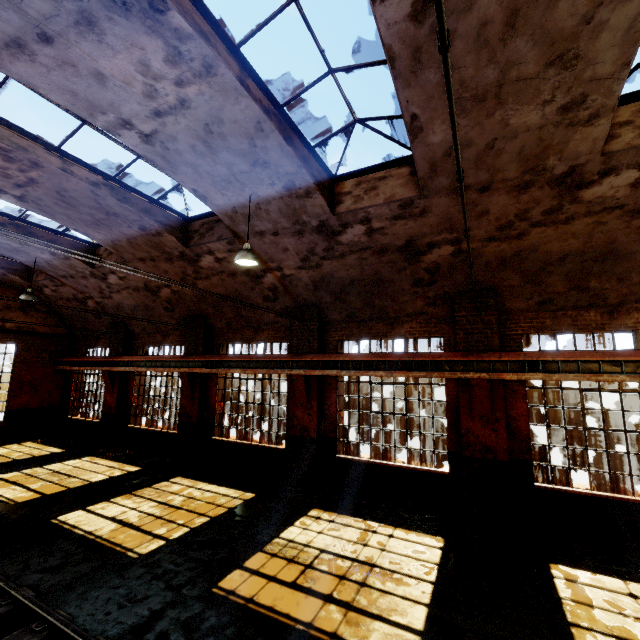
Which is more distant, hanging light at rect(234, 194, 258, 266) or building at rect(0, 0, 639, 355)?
hanging light at rect(234, 194, 258, 266)

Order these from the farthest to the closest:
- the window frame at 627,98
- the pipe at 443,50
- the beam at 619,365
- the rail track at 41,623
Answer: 1. the beam at 619,365
2. the window frame at 627,98
3. the rail track at 41,623
4. the pipe at 443,50

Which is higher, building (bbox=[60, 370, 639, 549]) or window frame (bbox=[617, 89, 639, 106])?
window frame (bbox=[617, 89, 639, 106])

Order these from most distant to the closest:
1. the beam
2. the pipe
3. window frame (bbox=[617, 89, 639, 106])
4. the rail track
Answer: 1. the beam
2. window frame (bbox=[617, 89, 639, 106])
3. the rail track
4. the pipe

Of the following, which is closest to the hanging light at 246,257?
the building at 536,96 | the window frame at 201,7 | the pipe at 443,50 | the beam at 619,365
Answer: the building at 536,96

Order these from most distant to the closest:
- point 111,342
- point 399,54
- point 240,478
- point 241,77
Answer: point 111,342 < point 240,478 < point 241,77 < point 399,54

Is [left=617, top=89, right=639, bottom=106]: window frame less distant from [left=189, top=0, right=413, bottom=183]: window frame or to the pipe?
[left=189, top=0, right=413, bottom=183]: window frame

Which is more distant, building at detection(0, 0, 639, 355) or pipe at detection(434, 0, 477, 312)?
building at detection(0, 0, 639, 355)
